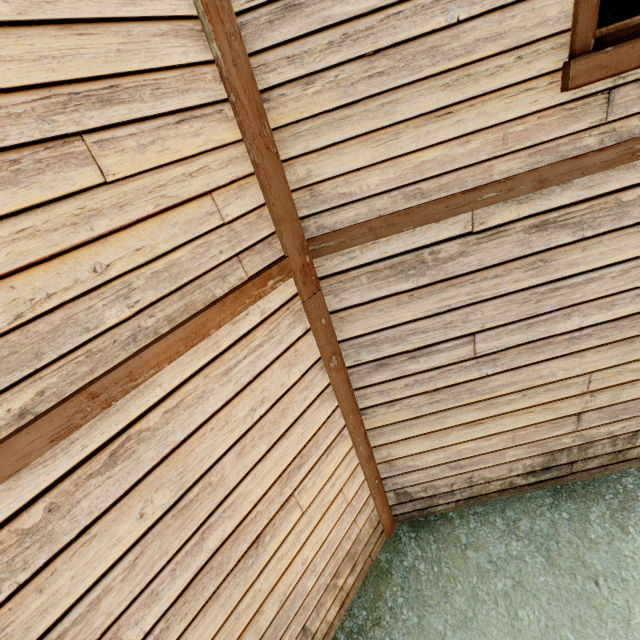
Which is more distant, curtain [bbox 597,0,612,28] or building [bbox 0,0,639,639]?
curtain [bbox 597,0,612,28]

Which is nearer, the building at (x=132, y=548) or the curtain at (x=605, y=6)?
the building at (x=132, y=548)

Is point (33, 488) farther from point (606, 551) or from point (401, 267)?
point (606, 551)
